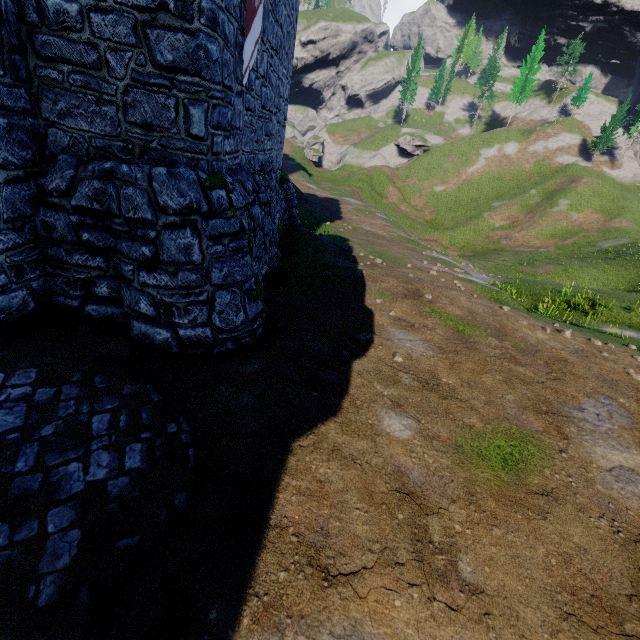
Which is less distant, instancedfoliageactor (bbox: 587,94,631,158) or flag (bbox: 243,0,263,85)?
flag (bbox: 243,0,263,85)

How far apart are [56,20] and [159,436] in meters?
6.0

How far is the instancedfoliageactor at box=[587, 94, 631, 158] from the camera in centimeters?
5516cm

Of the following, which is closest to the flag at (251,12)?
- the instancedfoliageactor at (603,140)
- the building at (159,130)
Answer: the building at (159,130)

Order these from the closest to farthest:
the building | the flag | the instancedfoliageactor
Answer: the building, the flag, the instancedfoliageactor

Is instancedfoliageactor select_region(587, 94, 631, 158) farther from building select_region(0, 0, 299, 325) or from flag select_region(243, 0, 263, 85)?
flag select_region(243, 0, 263, 85)

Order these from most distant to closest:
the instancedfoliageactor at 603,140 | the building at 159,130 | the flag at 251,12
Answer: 1. the instancedfoliageactor at 603,140
2. the flag at 251,12
3. the building at 159,130

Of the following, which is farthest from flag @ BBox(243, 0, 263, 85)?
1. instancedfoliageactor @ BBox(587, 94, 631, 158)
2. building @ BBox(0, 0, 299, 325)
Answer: instancedfoliageactor @ BBox(587, 94, 631, 158)
